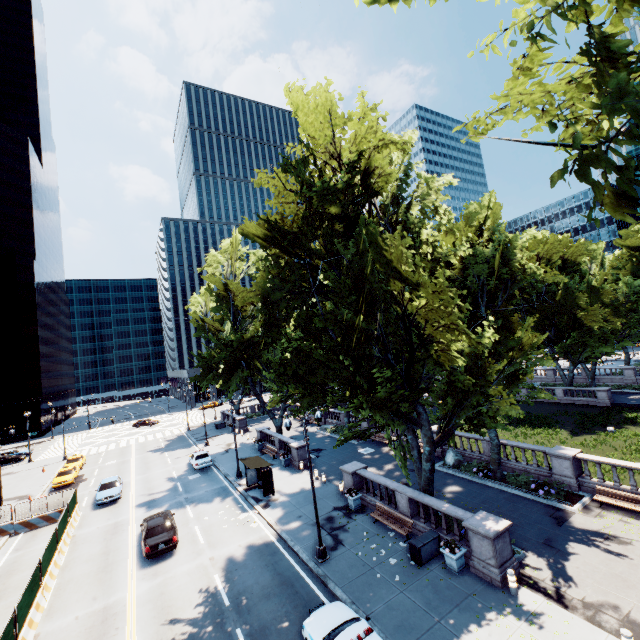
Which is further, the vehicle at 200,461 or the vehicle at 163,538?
the vehicle at 200,461

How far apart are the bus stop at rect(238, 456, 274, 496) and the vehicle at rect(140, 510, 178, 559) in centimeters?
543cm

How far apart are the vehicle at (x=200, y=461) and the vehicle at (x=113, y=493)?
6.16m

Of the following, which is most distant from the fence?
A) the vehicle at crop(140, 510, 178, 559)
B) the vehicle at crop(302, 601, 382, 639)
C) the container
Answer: the container

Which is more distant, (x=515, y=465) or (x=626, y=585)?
(x=515, y=465)

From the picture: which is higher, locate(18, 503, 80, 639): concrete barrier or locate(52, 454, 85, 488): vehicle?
locate(52, 454, 85, 488): vehicle

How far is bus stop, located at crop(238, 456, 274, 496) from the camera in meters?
24.3 m

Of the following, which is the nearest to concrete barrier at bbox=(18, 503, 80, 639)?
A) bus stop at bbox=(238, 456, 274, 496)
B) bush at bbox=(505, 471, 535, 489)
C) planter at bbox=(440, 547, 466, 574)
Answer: bus stop at bbox=(238, 456, 274, 496)
